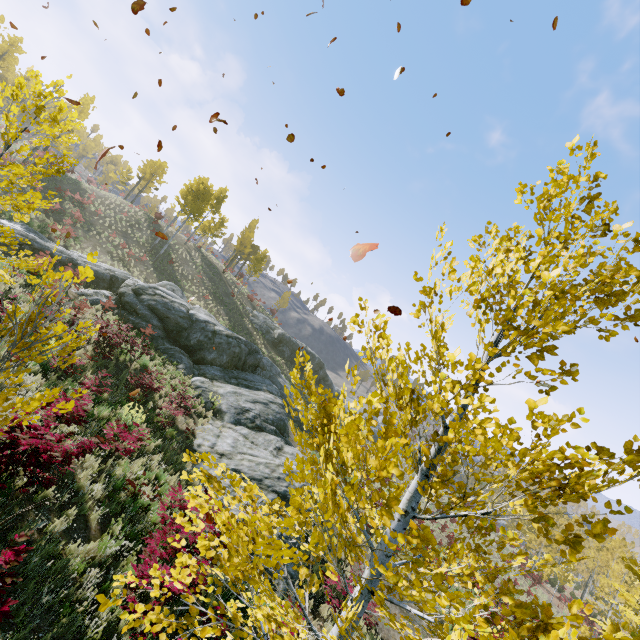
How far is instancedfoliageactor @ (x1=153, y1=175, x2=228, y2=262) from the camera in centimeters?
3294cm

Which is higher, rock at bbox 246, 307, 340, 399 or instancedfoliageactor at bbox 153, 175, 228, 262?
instancedfoliageactor at bbox 153, 175, 228, 262

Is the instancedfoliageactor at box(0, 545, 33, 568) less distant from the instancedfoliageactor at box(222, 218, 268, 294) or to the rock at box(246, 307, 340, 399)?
the rock at box(246, 307, 340, 399)

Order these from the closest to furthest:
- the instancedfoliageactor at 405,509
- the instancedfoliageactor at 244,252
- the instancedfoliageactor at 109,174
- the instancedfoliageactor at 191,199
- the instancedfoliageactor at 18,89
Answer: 1. the instancedfoliageactor at 405,509
2. the instancedfoliageactor at 18,89
3. the instancedfoliageactor at 191,199
4. the instancedfoliageactor at 244,252
5. the instancedfoliageactor at 109,174

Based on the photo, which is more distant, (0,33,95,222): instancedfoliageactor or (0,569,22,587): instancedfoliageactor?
(0,33,95,222): instancedfoliageactor

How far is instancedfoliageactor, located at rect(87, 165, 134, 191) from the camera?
46.8m

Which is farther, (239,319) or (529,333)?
(239,319)

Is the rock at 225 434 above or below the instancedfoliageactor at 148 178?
below
